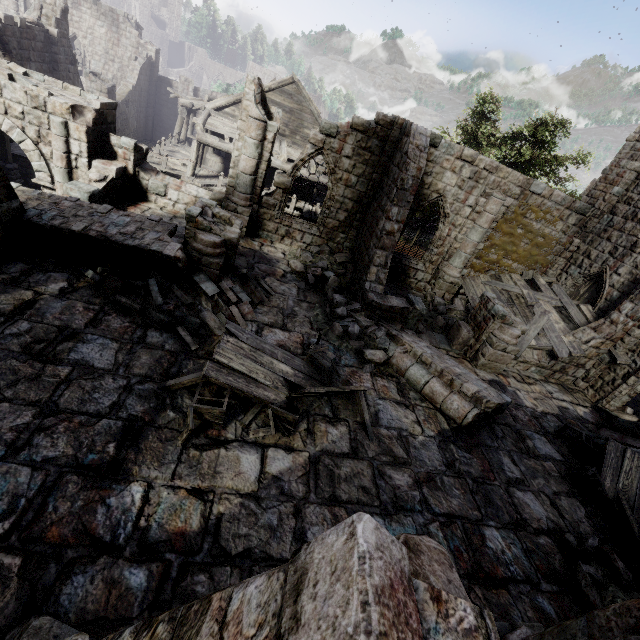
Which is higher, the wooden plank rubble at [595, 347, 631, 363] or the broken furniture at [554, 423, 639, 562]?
the wooden plank rubble at [595, 347, 631, 363]

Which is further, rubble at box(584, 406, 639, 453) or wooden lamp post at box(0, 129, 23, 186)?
wooden lamp post at box(0, 129, 23, 186)

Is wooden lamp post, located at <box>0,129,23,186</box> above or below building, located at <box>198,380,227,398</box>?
below

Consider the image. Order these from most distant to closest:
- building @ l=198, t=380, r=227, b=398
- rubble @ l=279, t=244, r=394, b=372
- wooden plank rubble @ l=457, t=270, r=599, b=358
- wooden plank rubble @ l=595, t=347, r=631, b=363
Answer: wooden plank rubble @ l=457, t=270, r=599, b=358
wooden plank rubble @ l=595, t=347, r=631, b=363
rubble @ l=279, t=244, r=394, b=372
building @ l=198, t=380, r=227, b=398

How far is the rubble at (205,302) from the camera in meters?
7.5

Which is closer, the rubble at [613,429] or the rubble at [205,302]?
the rubble at [205,302]

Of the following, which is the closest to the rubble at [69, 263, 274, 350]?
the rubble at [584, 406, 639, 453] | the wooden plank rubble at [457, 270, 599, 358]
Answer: the wooden plank rubble at [457, 270, 599, 358]

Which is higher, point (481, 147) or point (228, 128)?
point (481, 147)
